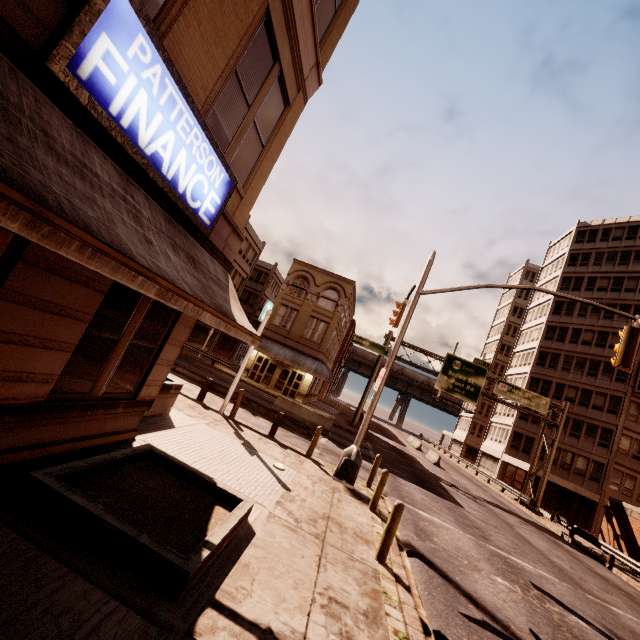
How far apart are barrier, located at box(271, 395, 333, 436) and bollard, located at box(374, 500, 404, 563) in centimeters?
1329cm

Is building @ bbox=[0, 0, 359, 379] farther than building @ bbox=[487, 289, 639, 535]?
No

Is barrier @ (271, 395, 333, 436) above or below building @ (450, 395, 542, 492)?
below

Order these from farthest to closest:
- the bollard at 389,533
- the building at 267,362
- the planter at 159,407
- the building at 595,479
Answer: the building at 595,479, the building at 267,362, the planter at 159,407, the bollard at 389,533

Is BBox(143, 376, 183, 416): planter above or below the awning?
below

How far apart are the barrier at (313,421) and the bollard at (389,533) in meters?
13.3

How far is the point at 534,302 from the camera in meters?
50.2

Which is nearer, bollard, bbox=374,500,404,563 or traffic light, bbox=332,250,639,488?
bollard, bbox=374,500,404,563
